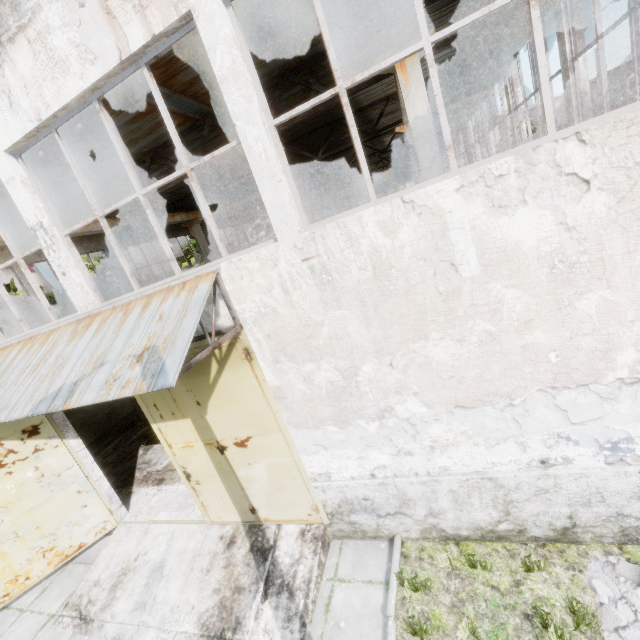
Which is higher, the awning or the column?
the column

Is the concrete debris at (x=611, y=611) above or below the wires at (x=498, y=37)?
below

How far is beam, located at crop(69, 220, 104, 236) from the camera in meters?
12.0 m

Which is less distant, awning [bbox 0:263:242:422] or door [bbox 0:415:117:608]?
awning [bbox 0:263:242:422]

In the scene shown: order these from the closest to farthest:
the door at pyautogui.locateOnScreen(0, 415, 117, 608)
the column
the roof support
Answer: the door at pyautogui.locateOnScreen(0, 415, 117, 608)
the roof support
the column

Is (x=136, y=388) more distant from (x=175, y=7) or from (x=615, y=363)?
(x=615, y=363)

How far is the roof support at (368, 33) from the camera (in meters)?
8.82

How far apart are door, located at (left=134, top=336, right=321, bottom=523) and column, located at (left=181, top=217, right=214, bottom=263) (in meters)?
13.62
